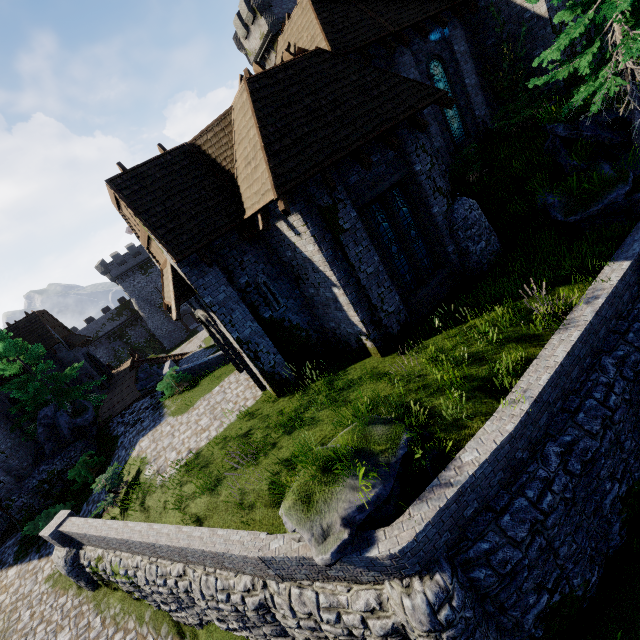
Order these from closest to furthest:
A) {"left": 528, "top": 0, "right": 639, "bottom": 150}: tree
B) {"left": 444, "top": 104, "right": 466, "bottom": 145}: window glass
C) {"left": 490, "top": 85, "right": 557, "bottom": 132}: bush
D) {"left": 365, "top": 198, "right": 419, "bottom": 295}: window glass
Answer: {"left": 528, "top": 0, "right": 639, "bottom": 150}: tree → {"left": 365, "top": 198, "right": 419, "bottom": 295}: window glass → {"left": 490, "top": 85, "right": 557, "bottom": 132}: bush → {"left": 444, "top": 104, "right": 466, "bottom": 145}: window glass

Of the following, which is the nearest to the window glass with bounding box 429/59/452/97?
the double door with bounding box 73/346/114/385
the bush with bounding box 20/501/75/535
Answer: the bush with bounding box 20/501/75/535

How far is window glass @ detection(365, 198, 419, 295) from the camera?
10.1 meters

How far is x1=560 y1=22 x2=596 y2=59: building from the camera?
14.3m

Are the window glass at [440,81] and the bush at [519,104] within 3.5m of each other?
yes

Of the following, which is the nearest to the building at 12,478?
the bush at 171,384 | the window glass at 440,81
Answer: the bush at 171,384

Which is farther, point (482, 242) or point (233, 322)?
point (482, 242)

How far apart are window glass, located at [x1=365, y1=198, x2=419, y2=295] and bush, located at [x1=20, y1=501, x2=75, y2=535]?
19.8m
